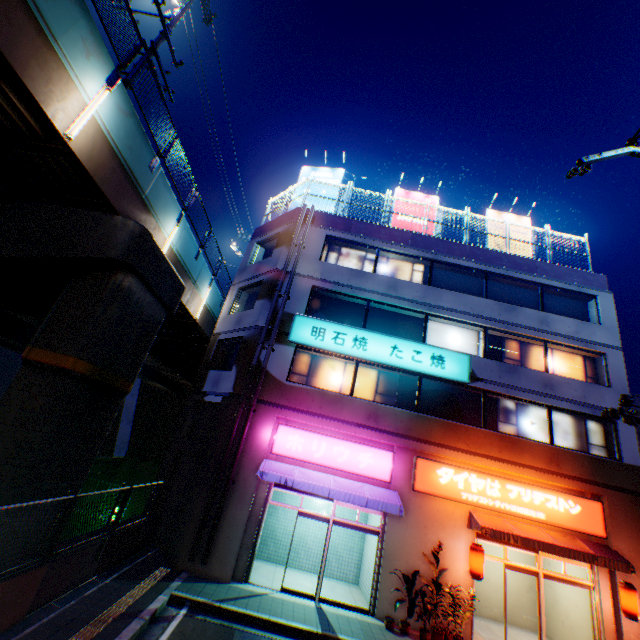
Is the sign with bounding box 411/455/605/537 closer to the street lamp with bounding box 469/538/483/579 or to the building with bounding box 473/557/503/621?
the building with bounding box 473/557/503/621

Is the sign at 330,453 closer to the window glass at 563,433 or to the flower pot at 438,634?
the flower pot at 438,634

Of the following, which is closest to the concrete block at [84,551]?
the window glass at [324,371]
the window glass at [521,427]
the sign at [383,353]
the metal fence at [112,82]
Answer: the window glass at [324,371]

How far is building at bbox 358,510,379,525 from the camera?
12.64m

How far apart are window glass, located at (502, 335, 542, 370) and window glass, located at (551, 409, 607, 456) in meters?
1.4

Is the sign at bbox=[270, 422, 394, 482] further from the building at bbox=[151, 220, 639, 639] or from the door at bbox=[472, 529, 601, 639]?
the door at bbox=[472, 529, 601, 639]

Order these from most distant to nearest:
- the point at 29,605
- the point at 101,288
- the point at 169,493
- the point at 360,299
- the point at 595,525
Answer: the point at 360,299, the point at 169,493, the point at 595,525, the point at 101,288, the point at 29,605

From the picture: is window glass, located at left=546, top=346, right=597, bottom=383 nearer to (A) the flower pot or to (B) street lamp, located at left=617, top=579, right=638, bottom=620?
(B) street lamp, located at left=617, top=579, right=638, bottom=620
